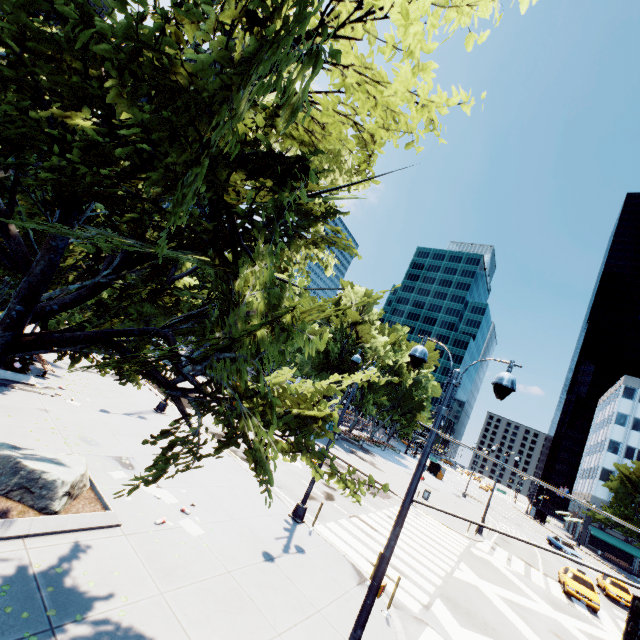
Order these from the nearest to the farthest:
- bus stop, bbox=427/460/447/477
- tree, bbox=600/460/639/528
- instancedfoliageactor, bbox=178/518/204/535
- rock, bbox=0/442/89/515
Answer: rock, bbox=0/442/89/515, instancedfoliageactor, bbox=178/518/204/535, tree, bbox=600/460/639/528, bus stop, bbox=427/460/447/477

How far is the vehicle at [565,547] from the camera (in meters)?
36.81

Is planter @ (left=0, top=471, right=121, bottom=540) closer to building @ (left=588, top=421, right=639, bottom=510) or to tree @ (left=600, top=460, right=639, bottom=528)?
tree @ (left=600, top=460, right=639, bottom=528)

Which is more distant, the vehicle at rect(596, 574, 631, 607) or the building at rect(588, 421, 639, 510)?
the building at rect(588, 421, 639, 510)

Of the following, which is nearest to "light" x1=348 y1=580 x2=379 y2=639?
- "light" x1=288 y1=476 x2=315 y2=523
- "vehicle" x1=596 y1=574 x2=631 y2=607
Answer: "light" x1=288 y1=476 x2=315 y2=523

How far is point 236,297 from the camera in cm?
436

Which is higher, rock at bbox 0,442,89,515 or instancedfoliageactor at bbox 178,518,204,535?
rock at bbox 0,442,89,515

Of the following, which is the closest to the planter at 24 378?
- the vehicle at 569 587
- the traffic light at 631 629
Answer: the traffic light at 631 629
